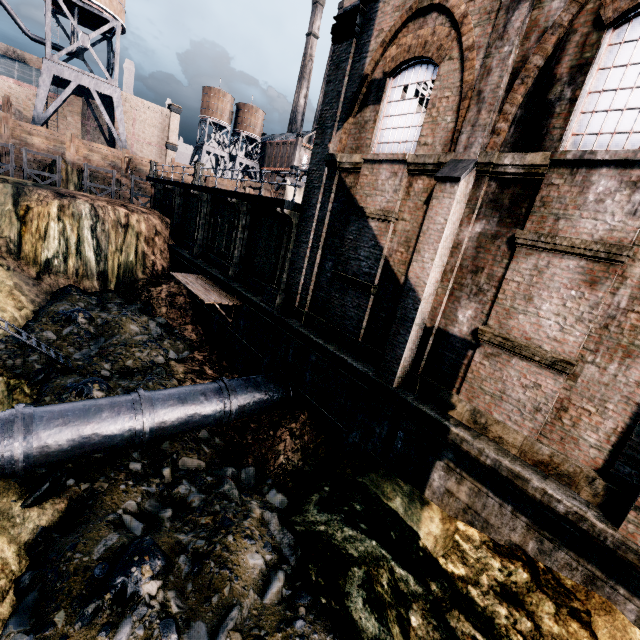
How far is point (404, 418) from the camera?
9.65m

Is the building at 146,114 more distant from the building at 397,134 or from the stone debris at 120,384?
the stone debris at 120,384

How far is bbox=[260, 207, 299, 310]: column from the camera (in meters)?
14.23

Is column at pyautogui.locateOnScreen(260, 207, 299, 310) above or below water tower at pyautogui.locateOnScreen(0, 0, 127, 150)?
below

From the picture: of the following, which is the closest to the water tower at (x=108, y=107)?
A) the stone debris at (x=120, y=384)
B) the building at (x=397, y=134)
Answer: the building at (x=397, y=134)

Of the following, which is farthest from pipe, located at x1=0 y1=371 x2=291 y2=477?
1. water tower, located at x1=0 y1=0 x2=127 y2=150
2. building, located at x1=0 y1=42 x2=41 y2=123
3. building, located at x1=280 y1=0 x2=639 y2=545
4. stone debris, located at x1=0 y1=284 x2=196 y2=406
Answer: building, located at x1=0 y1=42 x2=41 y2=123

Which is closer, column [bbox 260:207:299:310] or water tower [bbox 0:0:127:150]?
column [bbox 260:207:299:310]

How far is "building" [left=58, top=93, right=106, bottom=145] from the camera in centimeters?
4400cm
